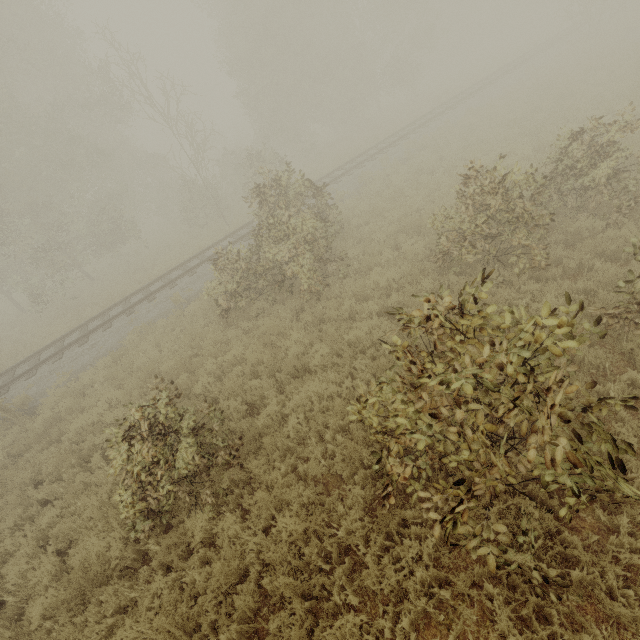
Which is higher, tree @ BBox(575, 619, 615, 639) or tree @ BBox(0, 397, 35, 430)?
tree @ BBox(0, 397, 35, 430)

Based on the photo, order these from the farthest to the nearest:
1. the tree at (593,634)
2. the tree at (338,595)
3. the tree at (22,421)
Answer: the tree at (22,421), the tree at (338,595), the tree at (593,634)

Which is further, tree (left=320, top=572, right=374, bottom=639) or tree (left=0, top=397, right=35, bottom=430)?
tree (left=0, top=397, right=35, bottom=430)

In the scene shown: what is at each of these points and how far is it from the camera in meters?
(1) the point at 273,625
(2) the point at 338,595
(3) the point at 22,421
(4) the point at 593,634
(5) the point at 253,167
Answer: (1) tree, 4.2
(2) tree, 4.2
(3) tree, 10.3
(4) tree, 3.2
(5) tree, 19.9

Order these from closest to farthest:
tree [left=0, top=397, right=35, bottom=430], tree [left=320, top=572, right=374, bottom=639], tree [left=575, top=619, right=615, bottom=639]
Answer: tree [left=575, top=619, right=615, bottom=639], tree [left=320, top=572, right=374, bottom=639], tree [left=0, top=397, right=35, bottom=430]

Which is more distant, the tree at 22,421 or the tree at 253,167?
the tree at 22,421
